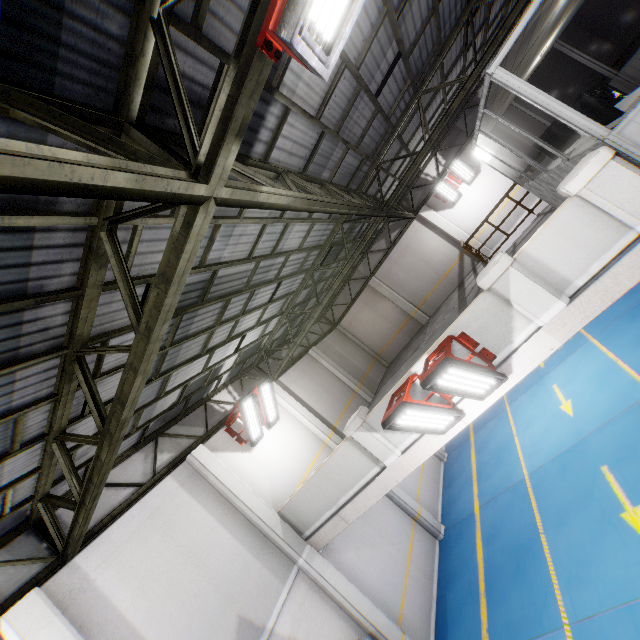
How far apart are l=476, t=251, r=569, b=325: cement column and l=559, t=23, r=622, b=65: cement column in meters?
13.4

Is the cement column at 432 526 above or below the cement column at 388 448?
below

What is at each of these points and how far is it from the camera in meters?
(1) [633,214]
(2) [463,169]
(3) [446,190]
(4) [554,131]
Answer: (1) cement column, 4.2 m
(2) light, 14.3 m
(3) light, 14.7 m
(4) monitor, 7.0 m

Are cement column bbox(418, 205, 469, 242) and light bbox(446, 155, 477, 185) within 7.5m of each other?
yes

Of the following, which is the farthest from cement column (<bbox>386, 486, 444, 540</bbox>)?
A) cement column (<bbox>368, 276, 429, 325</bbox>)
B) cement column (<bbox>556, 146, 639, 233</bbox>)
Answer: cement column (<bbox>556, 146, 639, 233</bbox>)

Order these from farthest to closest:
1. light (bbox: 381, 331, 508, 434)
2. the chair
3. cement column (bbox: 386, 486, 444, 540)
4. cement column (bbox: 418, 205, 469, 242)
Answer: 1. cement column (bbox: 418, 205, 469, 242)
2. cement column (bbox: 386, 486, 444, 540)
3. the chair
4. light (bbox: 381, 331, 508, 434)

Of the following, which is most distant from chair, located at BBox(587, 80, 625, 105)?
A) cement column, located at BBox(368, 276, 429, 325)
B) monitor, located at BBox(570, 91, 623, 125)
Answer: cement column, located at BBox(368, 276, 429, 325)

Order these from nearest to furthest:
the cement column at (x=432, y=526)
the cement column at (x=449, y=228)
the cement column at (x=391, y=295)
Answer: the cement column at (x=432, y=526) < the cement column at (x=449, y=228) < the cement column at (x=391, y=295)
